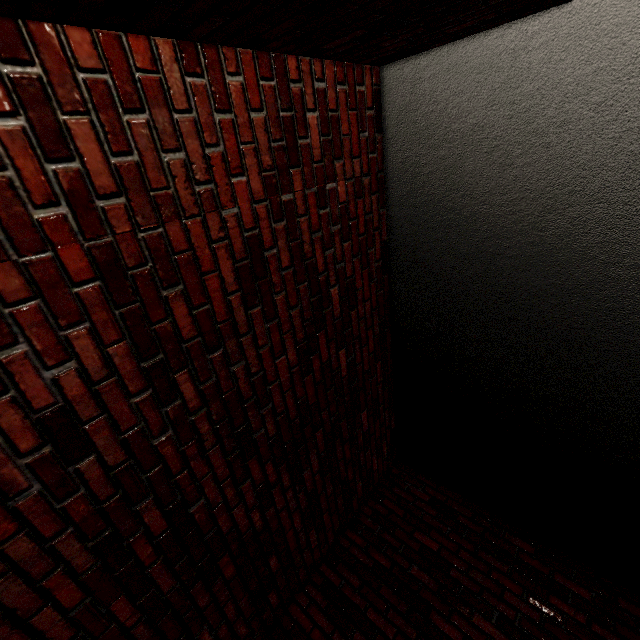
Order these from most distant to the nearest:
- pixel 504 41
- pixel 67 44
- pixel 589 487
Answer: pixel 589 487 < pixel 504 41 < pixel 67 44
